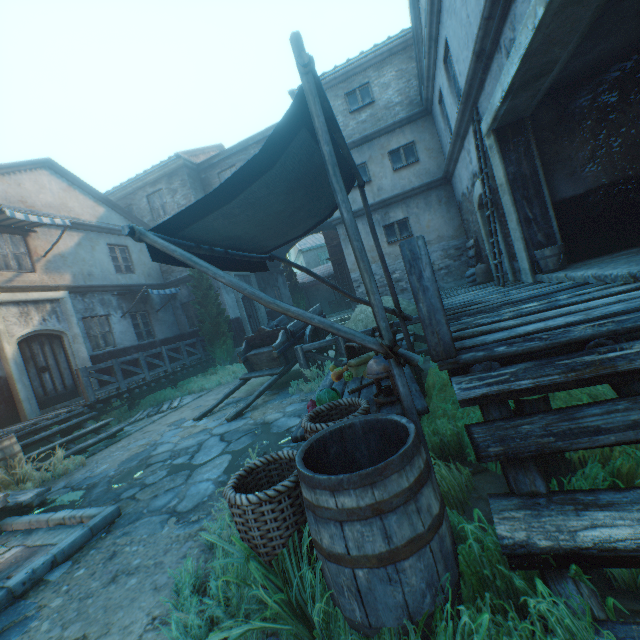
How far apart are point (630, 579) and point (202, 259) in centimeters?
343cm

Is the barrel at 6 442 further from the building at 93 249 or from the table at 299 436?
the table at 299 436

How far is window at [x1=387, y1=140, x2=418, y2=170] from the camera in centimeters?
1186cm

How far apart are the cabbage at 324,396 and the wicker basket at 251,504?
Answer: 0.2 meters

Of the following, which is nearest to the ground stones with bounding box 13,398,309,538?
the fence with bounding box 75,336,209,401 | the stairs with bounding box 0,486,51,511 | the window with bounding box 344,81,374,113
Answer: the stairs with bounding box 0,486,51,511

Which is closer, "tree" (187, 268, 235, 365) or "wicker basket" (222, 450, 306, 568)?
"wicker basket" (222, 450, 306, 568)

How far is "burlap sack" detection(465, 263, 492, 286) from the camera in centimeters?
910cm

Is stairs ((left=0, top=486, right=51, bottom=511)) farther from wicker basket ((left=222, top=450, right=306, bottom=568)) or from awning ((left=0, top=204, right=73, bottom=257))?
awning ((left=0, top=204, right=73, bottom=257))
